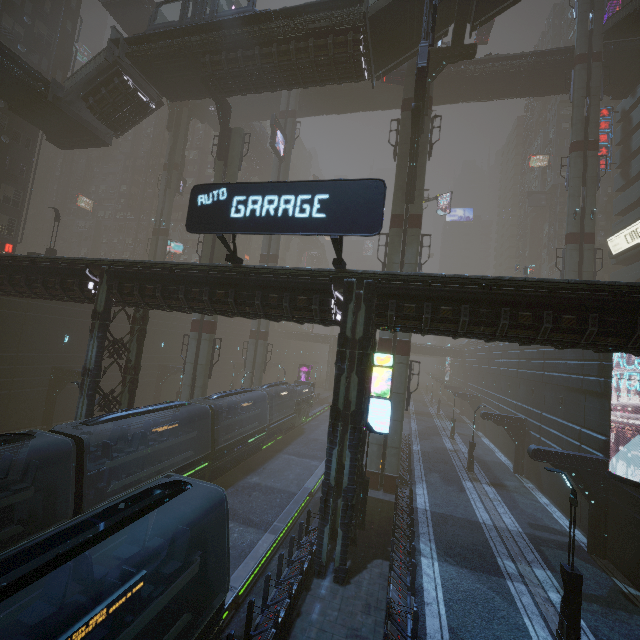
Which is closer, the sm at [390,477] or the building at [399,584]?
the building at [399,584]

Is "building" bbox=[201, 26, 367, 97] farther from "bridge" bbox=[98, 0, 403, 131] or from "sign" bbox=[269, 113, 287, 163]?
"sign" bbox=[269, 113, 287, 163]

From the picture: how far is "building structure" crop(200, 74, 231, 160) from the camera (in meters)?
25.08

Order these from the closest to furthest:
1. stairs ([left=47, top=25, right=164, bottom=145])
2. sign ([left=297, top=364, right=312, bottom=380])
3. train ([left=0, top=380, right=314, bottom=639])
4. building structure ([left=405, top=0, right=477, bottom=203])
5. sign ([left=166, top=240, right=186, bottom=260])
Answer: train ([left=0, top=380, right=314, bottom=639]), building structure ([left=405, top=0, right=477, bottom=203]), stairs ([left=47, top=25, right=164, bottom=145]), sign ([left=297, top=364, right=312, bottom=380]), sign ([left=166, top=240, right=186, bottom=260])

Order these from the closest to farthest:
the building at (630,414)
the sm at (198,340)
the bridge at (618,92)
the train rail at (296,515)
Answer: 1. the train rail at (296,515)
2. the building at (630,414)
3. the sm at (198,340)
4. the bridge at (618,92)

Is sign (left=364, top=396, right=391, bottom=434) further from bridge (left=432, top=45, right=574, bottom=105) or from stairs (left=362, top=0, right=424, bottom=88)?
bridge (left=432, top=45, right=574, bottom=105)

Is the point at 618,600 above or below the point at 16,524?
below

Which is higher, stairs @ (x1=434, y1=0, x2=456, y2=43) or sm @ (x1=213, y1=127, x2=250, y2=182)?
stairs @ (x1=434, y1=0, x2=456, y2=43)
